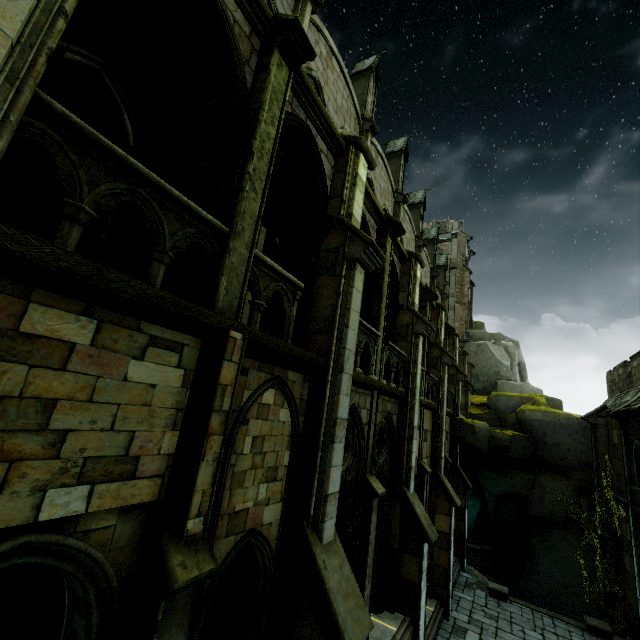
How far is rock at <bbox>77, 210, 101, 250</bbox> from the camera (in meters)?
6.69

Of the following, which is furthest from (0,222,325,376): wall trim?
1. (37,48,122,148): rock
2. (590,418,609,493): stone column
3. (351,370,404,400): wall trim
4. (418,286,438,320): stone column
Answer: (590,418,609,493): stone column

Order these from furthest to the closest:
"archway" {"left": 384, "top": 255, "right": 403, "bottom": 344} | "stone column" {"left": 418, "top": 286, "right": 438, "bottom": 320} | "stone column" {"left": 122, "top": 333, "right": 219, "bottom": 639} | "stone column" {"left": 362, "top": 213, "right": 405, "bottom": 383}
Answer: "stone column" {"left": 418, "top": 286, "right": 438, "bottom": 320} < "archway" {"left": 384, "top": 255, "right": 403, "bottom": 344} < "stone column" {"left": 362, "top": 213, "right": 405, "bottom": 383} < "stone column" {"left": 122, "top": 333, "right": 219, "bottom": 639}

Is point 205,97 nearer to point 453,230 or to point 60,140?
point 60,140

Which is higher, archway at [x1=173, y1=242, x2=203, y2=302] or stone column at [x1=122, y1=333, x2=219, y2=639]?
archway at [x1=173, y1=242, x2=203, y2=302]

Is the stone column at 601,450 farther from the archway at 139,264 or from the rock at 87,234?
the rock at 87,234

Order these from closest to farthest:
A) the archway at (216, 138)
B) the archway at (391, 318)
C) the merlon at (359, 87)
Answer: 1. the archway at (216, 138)
2. the archway at (391, 318)
3. the merlon at (359, 87)

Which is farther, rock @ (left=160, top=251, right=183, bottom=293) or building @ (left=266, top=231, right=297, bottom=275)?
building @ (left=266, top=231, right=297, bottom=275)
